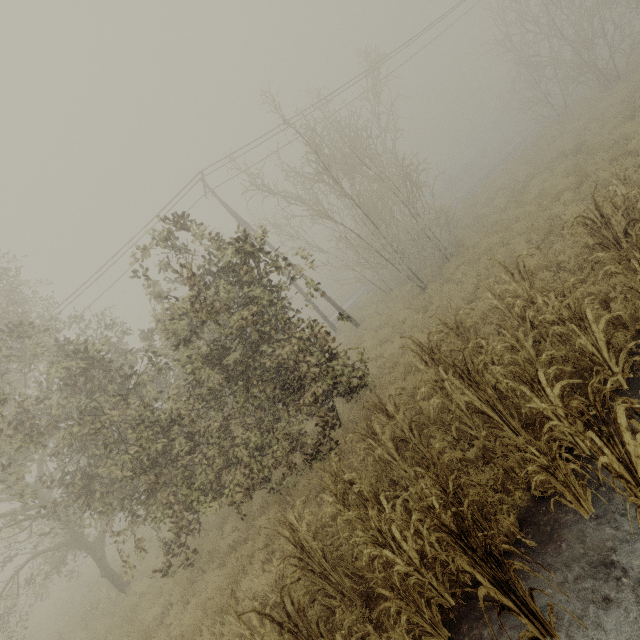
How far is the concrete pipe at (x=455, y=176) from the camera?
48.1m

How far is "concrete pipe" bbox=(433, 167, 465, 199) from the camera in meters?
48.1

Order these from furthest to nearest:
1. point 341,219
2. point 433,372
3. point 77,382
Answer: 1. point 341,219
2. point 77,382
3. point 433,372
